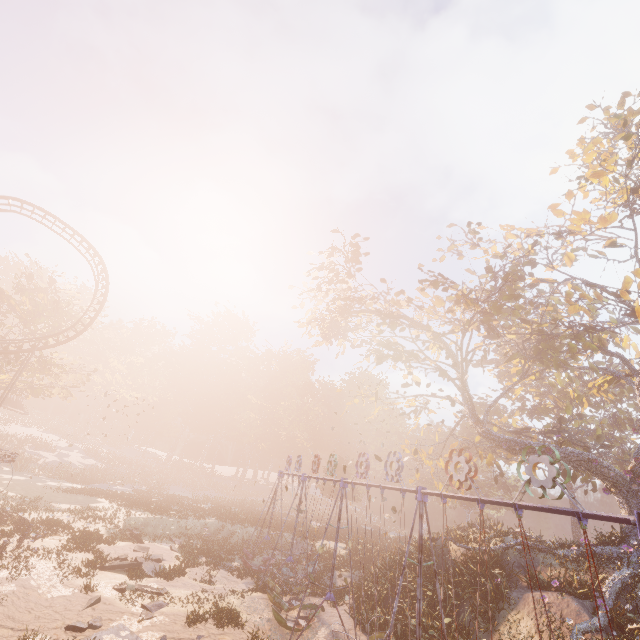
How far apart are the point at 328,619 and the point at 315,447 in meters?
44.7 m

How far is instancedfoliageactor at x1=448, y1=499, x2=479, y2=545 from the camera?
19.8 meters

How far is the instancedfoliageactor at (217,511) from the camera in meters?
30.2

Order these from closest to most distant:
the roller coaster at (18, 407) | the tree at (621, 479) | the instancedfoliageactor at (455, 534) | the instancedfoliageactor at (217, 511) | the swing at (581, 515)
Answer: the swing at (581, 515) → the tree at (621, 479) → the instancedfoliageactor at (455, 534) → the instancedfoliageactor at (217, 511) → the roller coaster at (18, 407)

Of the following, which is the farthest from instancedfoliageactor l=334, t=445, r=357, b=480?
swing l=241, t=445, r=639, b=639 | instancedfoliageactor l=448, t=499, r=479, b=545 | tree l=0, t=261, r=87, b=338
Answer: instancedfoliageactor l=448, t=499, r=479, b=545

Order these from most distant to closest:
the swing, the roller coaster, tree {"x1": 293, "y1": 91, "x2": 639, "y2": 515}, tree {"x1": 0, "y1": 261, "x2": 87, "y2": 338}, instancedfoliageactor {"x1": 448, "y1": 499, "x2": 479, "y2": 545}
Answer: the roller coaster → tree {"x1": 0, "y1": 261, "x2": 87, "y2": 338} → instancedfoliageactor {"x1": 448, "y1": 499, "x2": 479, "y2": 545} → tree {"x1": 293, "y1": 91, "x2": 639, "y2": 515} → the swing

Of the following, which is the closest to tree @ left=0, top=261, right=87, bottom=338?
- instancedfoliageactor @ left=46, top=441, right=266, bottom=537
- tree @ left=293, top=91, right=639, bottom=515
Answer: instancedfoliageactor @ left=46, top=441, right=266, bottom=537

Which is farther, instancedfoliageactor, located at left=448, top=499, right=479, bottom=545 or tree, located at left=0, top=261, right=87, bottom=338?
tree, located at left=0, top=261, right=87, bottom=338
